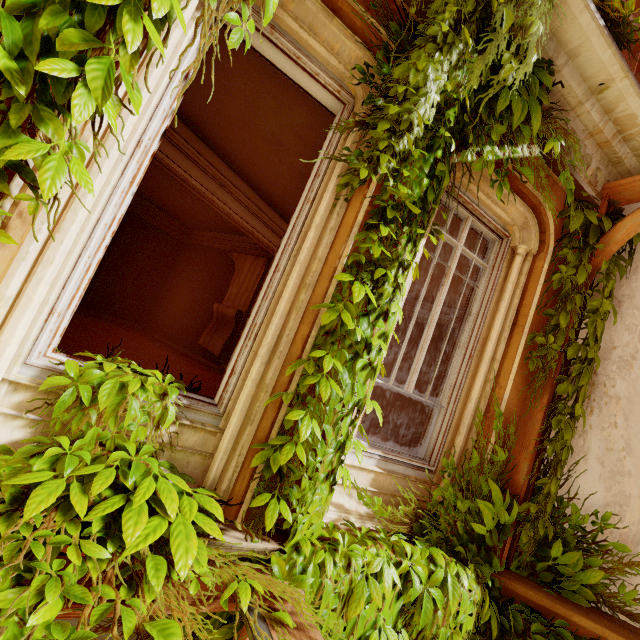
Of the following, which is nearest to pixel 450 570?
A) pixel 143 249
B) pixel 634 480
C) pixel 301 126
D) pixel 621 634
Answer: pixel 621 634

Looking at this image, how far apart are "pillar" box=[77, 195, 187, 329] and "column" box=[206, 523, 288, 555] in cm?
961

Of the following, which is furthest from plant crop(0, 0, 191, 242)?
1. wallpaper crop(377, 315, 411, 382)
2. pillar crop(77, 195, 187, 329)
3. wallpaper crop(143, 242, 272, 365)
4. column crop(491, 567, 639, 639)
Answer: pillar crop(77, 195, 187, 329)

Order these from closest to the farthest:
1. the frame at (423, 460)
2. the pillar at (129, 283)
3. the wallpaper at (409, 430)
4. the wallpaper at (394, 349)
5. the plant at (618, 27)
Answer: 1. the plant at (618, 27)
2. the frame at (423, 460)
3. the wallpaper at (409, 430)
4. the wallpaper at (394, 349)
5. the pillar at (129, 283)

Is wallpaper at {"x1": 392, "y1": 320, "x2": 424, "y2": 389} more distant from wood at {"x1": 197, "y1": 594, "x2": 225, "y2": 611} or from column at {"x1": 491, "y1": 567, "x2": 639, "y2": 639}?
wood at {"x1": 197, "y1": 594, "x2": 225, "y2": 611}

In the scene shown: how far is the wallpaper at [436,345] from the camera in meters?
8.5

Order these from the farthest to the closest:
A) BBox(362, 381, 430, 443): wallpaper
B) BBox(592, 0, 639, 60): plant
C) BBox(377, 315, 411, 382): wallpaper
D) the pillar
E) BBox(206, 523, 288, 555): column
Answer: the pillar → BBox(377, 315, 411, 382): wallpaper → BBox(362, 381, 430, 443): wallpaper → BBox(592, 0, 639, 60): plant → BBox(206, 523, 288, 555): column

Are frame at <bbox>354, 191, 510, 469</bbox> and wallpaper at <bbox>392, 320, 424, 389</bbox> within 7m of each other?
yes
